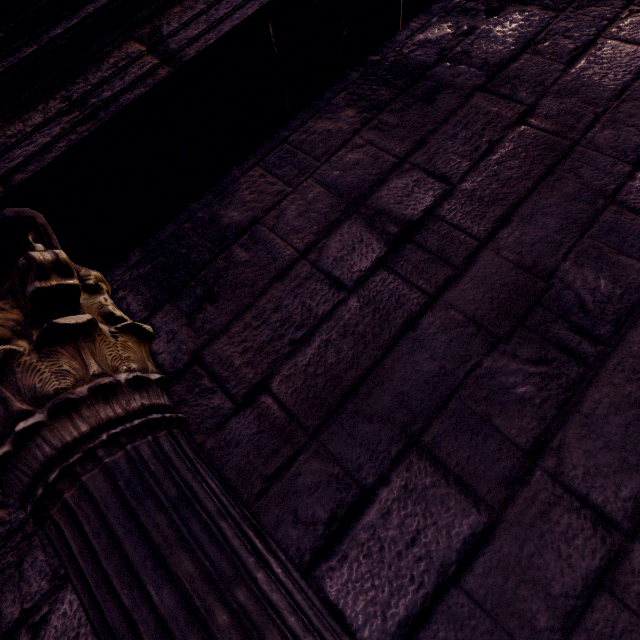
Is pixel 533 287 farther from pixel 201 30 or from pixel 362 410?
pixel 201 30

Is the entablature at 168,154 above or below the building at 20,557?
above

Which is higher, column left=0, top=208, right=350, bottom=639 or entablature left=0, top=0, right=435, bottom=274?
entablature left=0, top=0, right=435, bottom=274

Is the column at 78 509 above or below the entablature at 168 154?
below

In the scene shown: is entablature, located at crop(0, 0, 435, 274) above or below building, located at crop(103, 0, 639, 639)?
above
